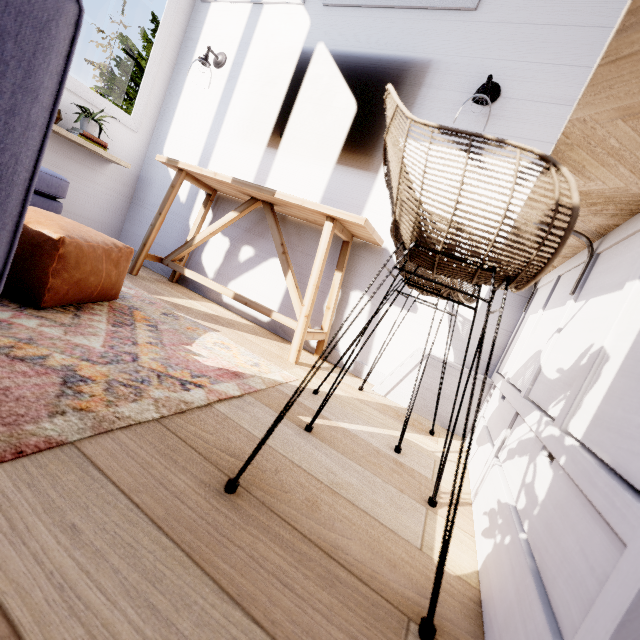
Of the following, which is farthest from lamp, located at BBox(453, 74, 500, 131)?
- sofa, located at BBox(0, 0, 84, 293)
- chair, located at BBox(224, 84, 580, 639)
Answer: sofa, located at BBox(0, 0, 84, 293)

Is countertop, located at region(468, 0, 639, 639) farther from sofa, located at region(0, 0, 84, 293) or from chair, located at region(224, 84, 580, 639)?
sofa, located at region(0, 0, 84, 293)

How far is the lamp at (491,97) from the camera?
1.9m

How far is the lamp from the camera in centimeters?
185cm

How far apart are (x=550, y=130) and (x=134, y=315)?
2.54m

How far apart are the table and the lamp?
1.0m

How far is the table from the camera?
1.92m

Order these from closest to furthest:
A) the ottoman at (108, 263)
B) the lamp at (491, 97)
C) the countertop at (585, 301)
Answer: the countertop at (585, 301) < the ottoman at (108, 263) < the lamp at (491, 97)
